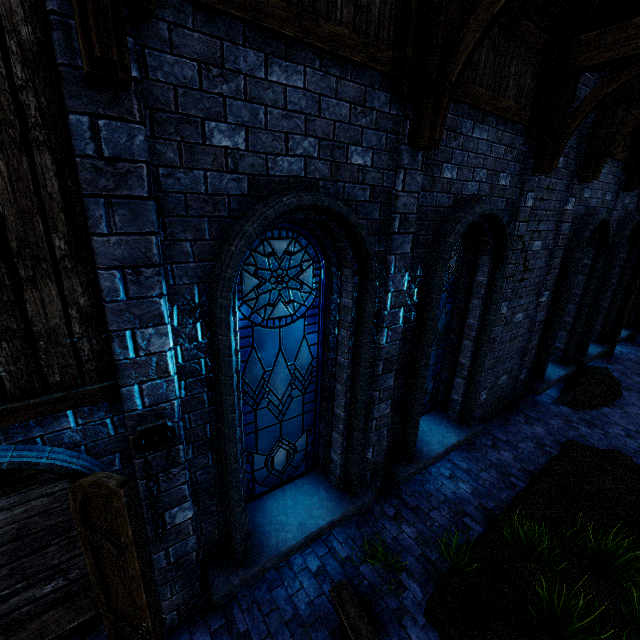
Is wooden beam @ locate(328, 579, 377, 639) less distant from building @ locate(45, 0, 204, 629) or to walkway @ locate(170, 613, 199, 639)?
walkway @ locate(170, 613, 199, 639)

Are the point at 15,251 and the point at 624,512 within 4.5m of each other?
no

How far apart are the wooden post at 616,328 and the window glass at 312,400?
11.67m

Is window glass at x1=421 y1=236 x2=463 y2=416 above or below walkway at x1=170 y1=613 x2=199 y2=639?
above

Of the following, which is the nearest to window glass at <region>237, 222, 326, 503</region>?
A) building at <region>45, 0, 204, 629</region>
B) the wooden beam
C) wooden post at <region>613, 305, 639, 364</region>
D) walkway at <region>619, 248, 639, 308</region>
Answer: building at <region>45, 0, 204, 629</region>

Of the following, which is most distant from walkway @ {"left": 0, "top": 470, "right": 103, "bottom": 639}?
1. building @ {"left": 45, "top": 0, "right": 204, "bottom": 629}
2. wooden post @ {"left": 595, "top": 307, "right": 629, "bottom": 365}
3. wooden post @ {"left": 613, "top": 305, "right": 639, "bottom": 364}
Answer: wooden post @ {"left": 613, "top": 305, "right": 639, "bottom": 364}

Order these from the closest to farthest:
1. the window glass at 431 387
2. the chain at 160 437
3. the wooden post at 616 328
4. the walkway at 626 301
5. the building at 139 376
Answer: the building at 139 376 < the chain at 160 437 < the window glass at 431 387 < the walkway at 626 301 < the wooden post at 616 328

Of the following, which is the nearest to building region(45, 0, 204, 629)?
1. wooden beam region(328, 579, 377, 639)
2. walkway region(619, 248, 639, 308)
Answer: walkway region(619, 248, 639, 308)
